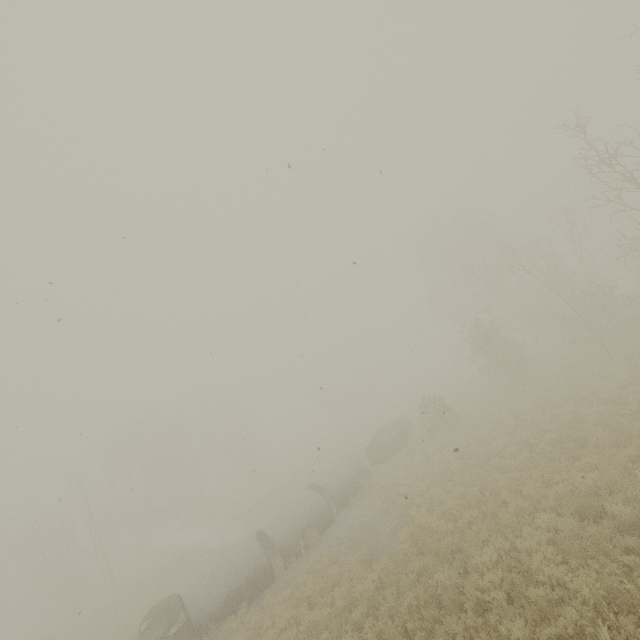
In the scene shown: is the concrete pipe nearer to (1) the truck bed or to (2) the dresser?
(2) the dresser

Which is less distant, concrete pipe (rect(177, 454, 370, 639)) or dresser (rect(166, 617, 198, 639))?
dresser (rect(166, 617, 198, 639))

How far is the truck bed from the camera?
21.38m

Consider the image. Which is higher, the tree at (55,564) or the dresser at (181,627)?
the tree at (55,564)

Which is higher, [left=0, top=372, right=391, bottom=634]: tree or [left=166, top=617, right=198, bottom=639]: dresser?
[left=0, top=372, right=391, bottom=634]: tree

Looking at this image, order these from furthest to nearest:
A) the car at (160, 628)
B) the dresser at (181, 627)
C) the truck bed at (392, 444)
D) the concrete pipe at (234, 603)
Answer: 1. the truck bed at (392, 444)
2. the car at (160, 628)
3. the concrete pipe at (234, 603)
4. the dresser at (181, 627)

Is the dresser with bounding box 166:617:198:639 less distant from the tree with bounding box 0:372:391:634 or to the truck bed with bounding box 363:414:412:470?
the truck bed with bounding box 363:414:412:470

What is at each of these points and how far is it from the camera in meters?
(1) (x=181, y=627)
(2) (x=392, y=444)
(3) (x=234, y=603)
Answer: (1) dresser, 12.4 m
(2) truck bed, 22.0 m
(3) concrete pipe, 13.5 m
